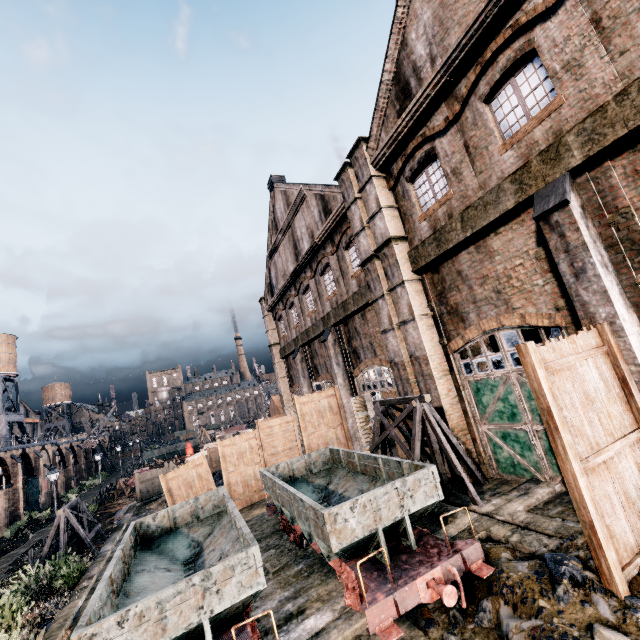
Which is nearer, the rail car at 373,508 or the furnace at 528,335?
the rail car at 373,508

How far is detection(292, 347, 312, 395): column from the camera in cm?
2609

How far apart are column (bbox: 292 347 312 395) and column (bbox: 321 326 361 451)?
5.65m

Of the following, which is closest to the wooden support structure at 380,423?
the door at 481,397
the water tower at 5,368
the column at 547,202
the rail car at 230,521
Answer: the door at 481,397

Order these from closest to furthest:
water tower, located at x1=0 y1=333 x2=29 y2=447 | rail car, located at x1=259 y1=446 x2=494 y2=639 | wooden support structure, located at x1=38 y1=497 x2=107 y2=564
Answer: rail car, located at x1=259 y1=446 x2=494 y2=639 < wooden support structure, located at x1=38 y1=497 x2=107 y2=564 < water tower, located at x1=0 y1=333 x2=29 y2=447

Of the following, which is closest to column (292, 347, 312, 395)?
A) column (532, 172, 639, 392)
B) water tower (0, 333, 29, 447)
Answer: column (532, 172, 639, 392)

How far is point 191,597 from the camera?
5.83m

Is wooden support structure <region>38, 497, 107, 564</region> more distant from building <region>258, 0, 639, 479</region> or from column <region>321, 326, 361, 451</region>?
column <region>321, 326, 361, 451</region>
